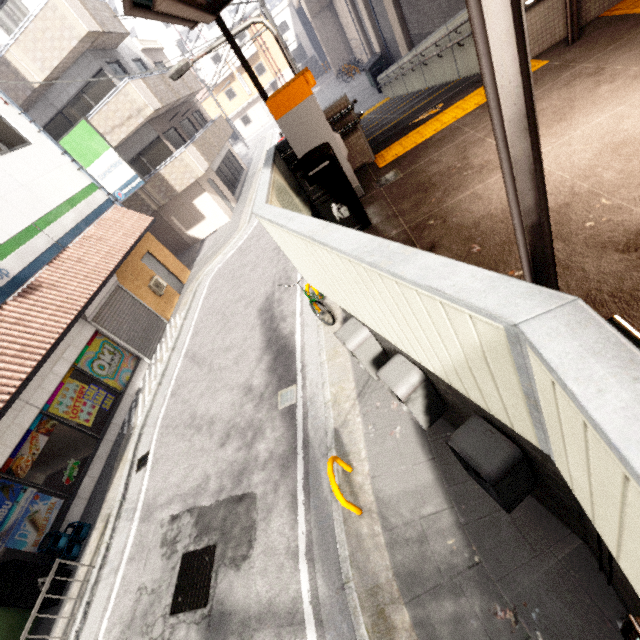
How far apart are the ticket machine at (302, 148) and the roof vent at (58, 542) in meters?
8.5

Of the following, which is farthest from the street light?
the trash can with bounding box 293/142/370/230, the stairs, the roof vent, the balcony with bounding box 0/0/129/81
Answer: the stairs

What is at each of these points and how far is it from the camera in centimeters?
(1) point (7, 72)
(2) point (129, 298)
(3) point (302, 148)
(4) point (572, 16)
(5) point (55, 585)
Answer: (1) balcony, 1267cm
(2) rolling shutter, 1171cm
(3) ticket machine, 485cm
(4) exterior awning, 470cm
(5) trash can, 623cm

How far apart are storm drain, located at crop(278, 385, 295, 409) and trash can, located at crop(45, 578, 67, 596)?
5.3m

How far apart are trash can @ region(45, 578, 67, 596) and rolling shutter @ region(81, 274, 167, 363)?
5.9 meters

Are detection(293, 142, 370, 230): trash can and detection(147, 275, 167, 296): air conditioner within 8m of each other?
no

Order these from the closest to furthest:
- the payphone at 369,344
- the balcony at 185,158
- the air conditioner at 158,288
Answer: the payphone at 369,344 → the air conditioner at 158,288 → the balcony at 185,158

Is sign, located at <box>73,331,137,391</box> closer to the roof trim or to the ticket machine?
the ticket machine
